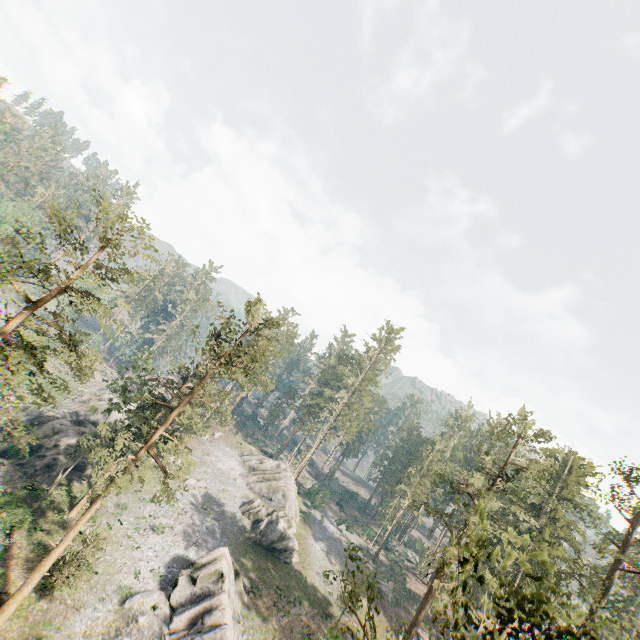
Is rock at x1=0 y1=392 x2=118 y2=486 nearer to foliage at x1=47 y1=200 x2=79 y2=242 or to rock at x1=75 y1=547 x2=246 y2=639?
foliage at x1=47 y1=200 x2=79 y2=242

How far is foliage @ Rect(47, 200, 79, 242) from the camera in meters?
17.3 m

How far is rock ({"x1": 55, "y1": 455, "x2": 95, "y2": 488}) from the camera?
35.3m

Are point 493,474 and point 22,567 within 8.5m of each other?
no

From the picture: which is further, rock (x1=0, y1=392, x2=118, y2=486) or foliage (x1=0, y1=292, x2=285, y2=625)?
rock (x1=0, y1=392, x2=118, y2=486)

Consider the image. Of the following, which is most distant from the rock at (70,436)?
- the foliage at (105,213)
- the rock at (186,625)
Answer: the rock at (186,625)

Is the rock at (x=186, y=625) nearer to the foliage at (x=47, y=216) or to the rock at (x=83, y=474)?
the foliage at (x=47, y=216)

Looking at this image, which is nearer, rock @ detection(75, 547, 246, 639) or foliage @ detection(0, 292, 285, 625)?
foliage @ detection(0, 292, 285, 625)
